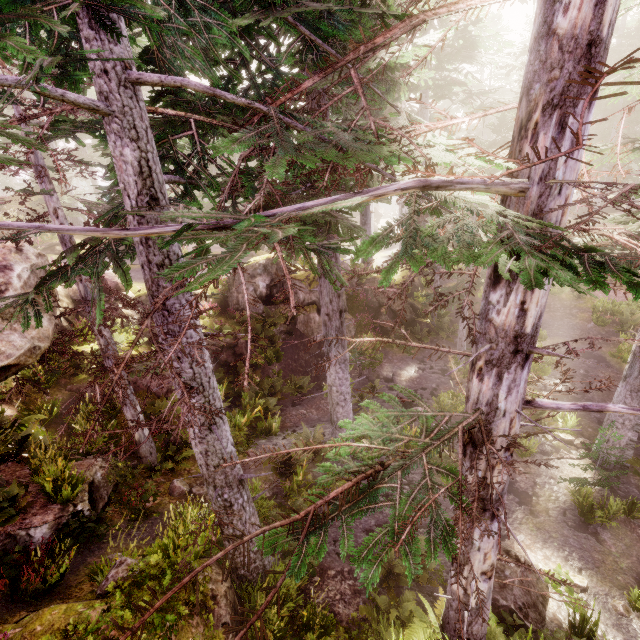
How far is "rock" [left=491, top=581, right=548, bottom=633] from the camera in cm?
697

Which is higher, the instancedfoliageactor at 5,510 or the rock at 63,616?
the instancedfoliageactor at 5,510

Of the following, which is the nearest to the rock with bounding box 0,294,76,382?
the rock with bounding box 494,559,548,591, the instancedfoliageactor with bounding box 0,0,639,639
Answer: the instancedfoliageactor with bounding box 0,0,639,639

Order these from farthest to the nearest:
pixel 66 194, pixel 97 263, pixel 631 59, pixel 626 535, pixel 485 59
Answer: pixel 485 59 → pixel 626 535 → pixel 66 194 → pixel 97 263 → pixel 631 59

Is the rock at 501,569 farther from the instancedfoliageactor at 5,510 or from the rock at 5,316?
the rock at 5,316

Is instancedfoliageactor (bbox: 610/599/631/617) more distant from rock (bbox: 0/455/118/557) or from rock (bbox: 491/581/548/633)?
rock (bbox: 491/581/548/633)
